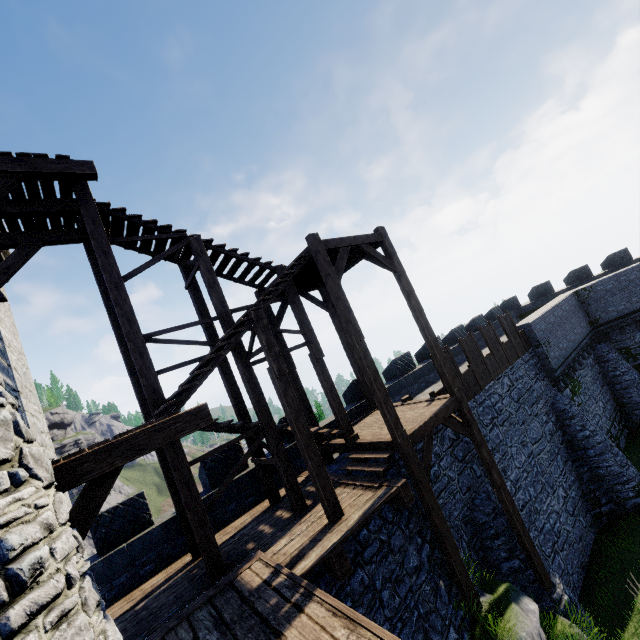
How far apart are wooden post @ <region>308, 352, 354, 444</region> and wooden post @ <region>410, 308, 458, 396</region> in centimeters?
321cm

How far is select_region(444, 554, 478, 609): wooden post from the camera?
7.7m

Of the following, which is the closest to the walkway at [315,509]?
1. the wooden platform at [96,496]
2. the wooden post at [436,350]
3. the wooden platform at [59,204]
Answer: the wooden platform at [96,496]

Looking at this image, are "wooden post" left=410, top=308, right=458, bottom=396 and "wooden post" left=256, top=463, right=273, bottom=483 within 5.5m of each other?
no

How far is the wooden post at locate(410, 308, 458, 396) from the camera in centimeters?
1007cm

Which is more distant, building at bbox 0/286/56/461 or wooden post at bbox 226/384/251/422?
wooden post at bbox 226/384/251/422

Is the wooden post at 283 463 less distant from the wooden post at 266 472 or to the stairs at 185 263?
the stairs at 185 263

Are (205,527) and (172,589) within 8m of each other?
yes
